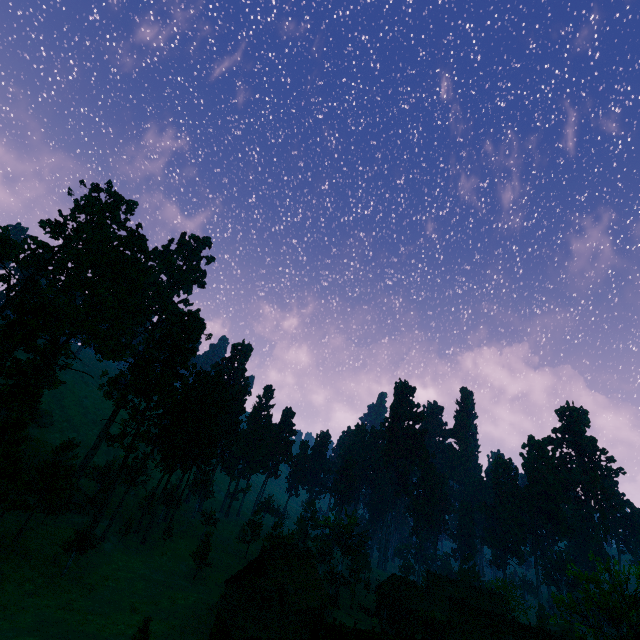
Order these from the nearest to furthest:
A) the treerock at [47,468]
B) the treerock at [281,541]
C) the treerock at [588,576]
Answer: the treerock at [588,576]
the treerock at [47,468]
the treerock at [281,541]

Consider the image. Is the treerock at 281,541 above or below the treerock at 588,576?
below

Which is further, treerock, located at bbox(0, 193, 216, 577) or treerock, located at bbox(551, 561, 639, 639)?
treerock, located at bbox(0, 193, 216, 577)

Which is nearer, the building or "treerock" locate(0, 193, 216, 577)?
the building

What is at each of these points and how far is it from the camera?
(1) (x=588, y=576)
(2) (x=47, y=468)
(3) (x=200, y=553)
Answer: (1) treerock, 33.94m
(2) treerock, 39.28m
(3) treerock, 51.44m

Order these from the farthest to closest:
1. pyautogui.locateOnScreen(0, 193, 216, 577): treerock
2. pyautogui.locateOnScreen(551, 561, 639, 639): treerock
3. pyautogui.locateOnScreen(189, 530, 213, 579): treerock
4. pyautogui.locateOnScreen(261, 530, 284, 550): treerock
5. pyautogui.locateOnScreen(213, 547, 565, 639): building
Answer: pyautogui.locateOnScreen(261, 530, 284, 550): treerock, pyautogui.locateOnScreen(189, 530, 213, 579): treerock, pyautogui.locateOnScreen(0, 193, 216, 577): treerock, pyautogui.locateOnScreen(551, 561, 639, 639): treerock, pyautogui.locateOnScreen(213, 547, 565, 639): building
